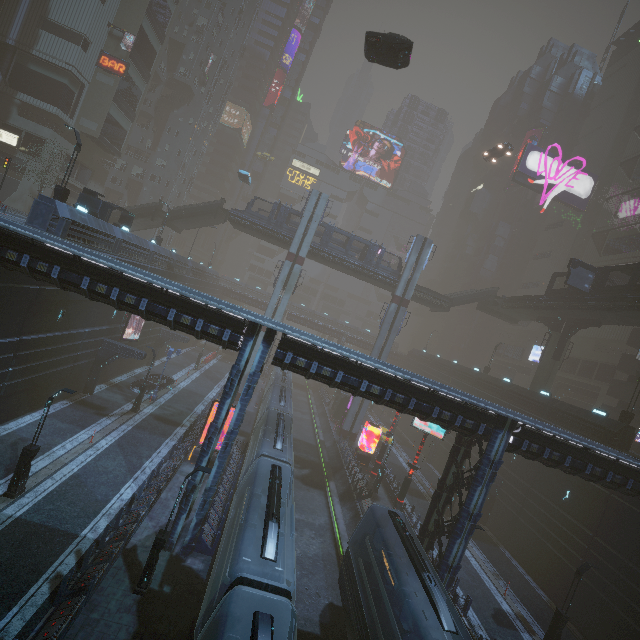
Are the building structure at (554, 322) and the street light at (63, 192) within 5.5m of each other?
no

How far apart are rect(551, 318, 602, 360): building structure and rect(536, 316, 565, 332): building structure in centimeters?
68cm

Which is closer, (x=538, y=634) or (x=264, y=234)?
(x=538, y=634)

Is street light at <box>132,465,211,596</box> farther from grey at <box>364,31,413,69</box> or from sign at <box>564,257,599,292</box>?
sign at <box>564,257,599,292</box>

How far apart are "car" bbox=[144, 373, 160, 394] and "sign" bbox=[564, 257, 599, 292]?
40.51m

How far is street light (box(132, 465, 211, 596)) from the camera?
13.10m

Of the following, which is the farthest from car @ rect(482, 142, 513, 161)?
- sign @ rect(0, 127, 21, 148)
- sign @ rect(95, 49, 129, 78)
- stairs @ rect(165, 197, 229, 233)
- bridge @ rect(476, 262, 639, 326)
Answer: sign @ rect(0, 127, 21, 148)

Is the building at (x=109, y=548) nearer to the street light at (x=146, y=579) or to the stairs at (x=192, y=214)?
the street light at (x=146, y=579)
